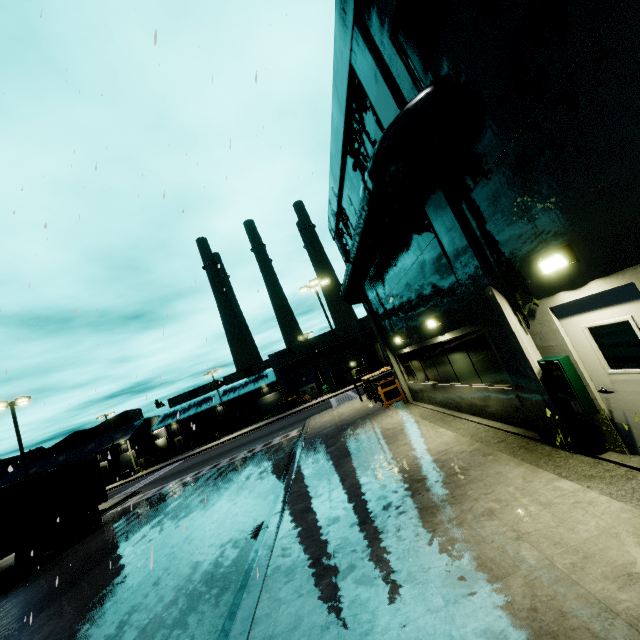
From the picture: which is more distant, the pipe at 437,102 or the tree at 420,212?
the tree at 420,212

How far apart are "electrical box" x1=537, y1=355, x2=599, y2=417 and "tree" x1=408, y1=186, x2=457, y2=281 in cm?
252

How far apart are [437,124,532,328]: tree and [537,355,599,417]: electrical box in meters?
0.6

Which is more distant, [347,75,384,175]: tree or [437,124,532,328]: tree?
[347,75,384,175]: tree

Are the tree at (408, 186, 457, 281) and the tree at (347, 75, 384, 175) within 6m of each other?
yes

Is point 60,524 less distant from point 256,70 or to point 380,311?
point 380,311

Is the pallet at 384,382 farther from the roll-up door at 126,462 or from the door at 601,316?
the door at 601,316

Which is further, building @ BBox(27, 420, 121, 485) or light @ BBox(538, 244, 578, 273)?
building @ BBox(27, 420, 121, 485)
